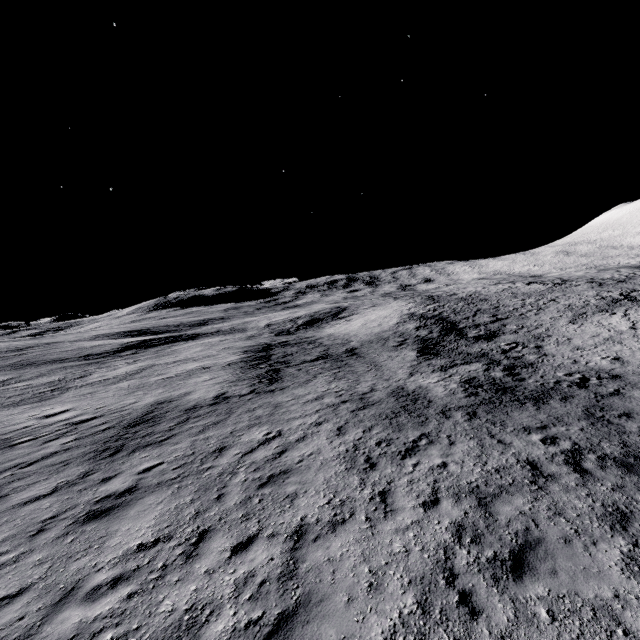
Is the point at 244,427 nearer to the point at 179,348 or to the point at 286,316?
the point at 179,348
